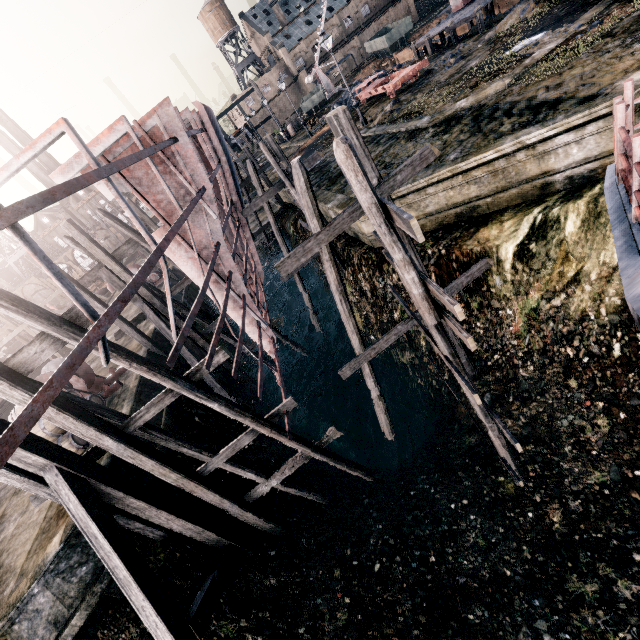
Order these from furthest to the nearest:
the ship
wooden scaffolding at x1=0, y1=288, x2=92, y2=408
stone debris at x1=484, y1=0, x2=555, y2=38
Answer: stone debris at x1=484, y1=0, x2=555, y2=38 → wooden scaffolding at x1=0, y1=288, x2=92, y2=408 → the ship

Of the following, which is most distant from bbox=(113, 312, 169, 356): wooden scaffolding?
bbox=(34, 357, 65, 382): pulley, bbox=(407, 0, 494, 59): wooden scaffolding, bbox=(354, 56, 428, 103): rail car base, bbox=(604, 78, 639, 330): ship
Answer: bbox=(407, 0, 494, 59): wooden scaffolding

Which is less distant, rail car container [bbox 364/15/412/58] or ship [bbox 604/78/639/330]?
ship [bbox 604/78/639/330]

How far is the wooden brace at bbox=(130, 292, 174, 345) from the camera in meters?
15.3 m

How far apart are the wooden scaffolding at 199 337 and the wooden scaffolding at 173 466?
8.3m

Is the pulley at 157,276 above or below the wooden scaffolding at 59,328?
below

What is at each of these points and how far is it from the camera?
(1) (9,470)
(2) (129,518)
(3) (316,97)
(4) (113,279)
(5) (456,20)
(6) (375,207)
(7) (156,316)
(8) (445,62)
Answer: (1) wooden scaffolding, 7.5 meters
(2) wooden scaffolding, 9.3 meters
(3) rail car container, 44.8 meters
(4) wooden brace, 14.7 meters
(5) wooden scaffolding, 24.8 meters
(6) wooden scaffolding, 4.7 meters
(7) wooden brace, 15.4 meters
(8) stone debris, 21.9 meters

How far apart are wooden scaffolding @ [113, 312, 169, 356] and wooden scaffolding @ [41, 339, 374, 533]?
8.30m
